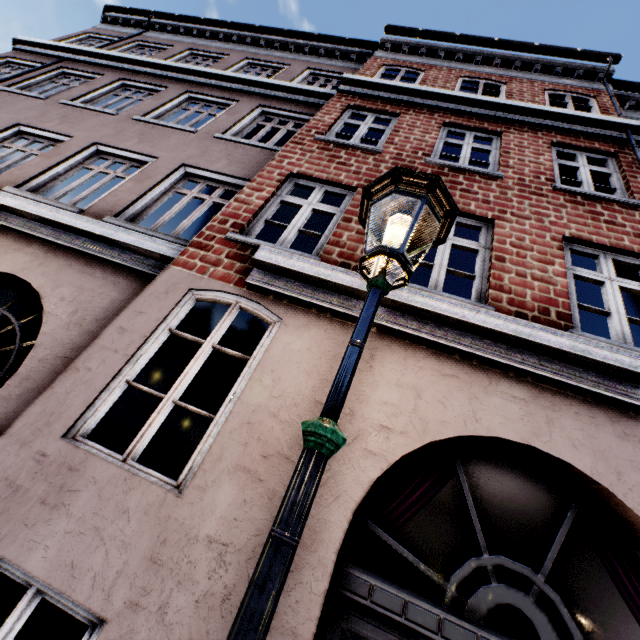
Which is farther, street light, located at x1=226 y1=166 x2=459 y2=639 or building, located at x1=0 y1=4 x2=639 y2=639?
building, located at x1=0 y1=4 x2=639 y2=639

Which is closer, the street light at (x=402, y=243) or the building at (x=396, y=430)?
the street light at (x=402, y=243)

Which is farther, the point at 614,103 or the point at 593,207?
the point at 614,103
